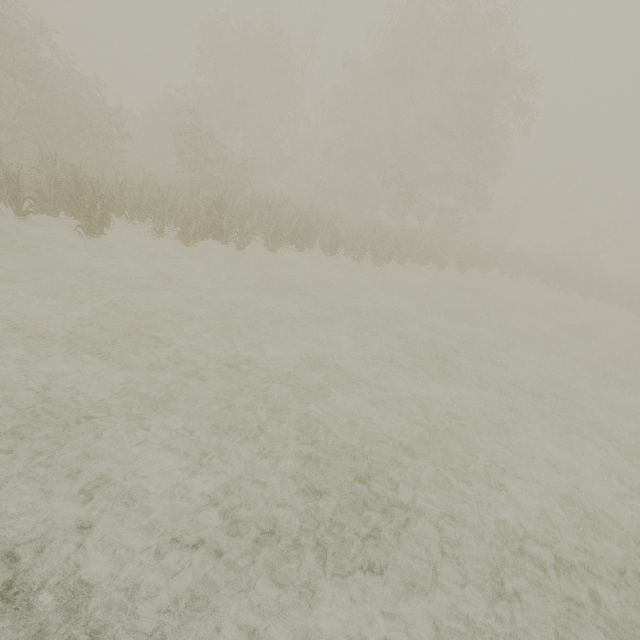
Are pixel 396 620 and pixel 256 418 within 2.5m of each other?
no
